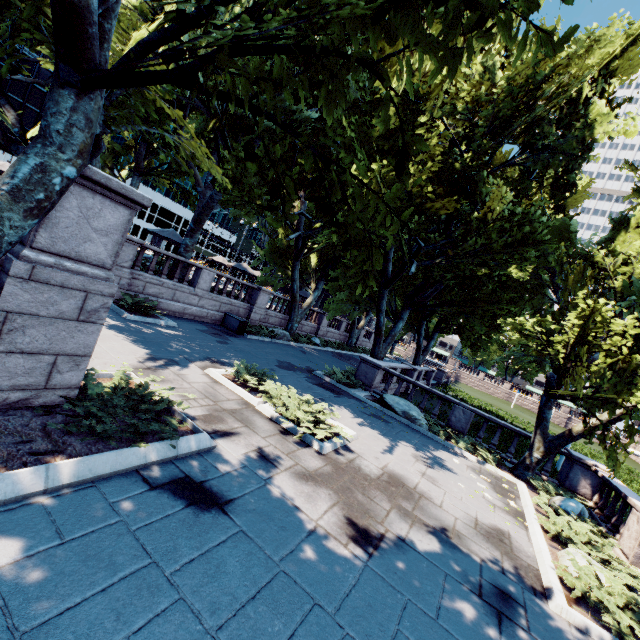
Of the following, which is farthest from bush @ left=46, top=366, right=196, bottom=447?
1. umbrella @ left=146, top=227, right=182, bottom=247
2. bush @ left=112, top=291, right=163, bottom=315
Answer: umbrella @ left=146, top=227, right=182, bottom=247

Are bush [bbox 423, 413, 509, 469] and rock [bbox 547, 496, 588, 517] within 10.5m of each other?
yes

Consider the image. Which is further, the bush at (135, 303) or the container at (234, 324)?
the container at (234, 324)

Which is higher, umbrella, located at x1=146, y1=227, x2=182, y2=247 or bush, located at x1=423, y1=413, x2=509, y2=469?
umbrella, located at x1=146, y1=227, x2=182, y2=247

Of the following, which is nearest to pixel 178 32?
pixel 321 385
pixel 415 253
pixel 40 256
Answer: pixel 40 256

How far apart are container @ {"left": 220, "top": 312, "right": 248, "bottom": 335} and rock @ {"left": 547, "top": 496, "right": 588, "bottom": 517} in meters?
16.1

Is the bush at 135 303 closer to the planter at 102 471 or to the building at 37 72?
the planter at 102 471

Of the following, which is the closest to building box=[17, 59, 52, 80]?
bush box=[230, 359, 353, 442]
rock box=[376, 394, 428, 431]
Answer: bush box=[230, 359, 353, 442]
